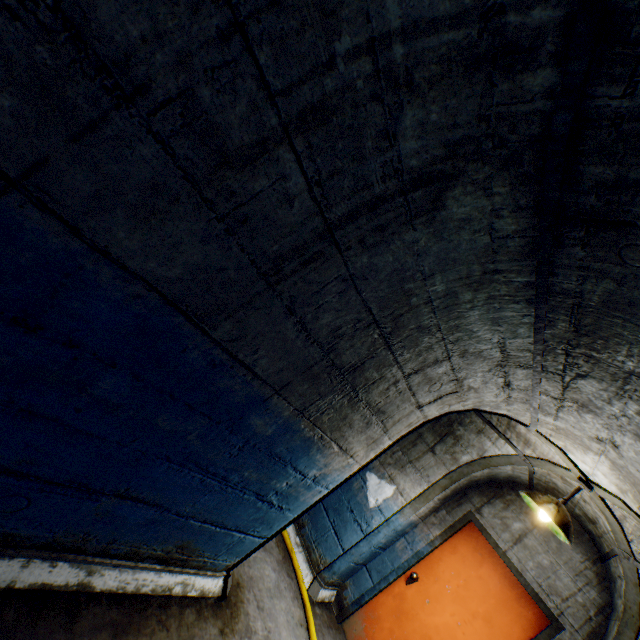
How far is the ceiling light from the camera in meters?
2.5

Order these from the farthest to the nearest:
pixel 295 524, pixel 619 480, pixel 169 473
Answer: pixel 295 524
pixel 619 480
pixel 169 473

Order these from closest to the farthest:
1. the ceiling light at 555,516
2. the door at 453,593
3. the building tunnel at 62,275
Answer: the building tunnel at 62,275
the ceiling light at 555,516
the door at 453,593

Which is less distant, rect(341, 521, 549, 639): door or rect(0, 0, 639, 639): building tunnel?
rect(0, 0, 639, 639): building tunnel

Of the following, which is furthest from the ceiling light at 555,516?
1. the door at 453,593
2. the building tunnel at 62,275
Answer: the door at 453,593

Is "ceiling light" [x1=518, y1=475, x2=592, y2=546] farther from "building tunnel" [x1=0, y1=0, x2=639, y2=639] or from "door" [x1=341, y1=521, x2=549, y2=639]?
"door" [x1=341, y1=521, x2=549, y2=639]

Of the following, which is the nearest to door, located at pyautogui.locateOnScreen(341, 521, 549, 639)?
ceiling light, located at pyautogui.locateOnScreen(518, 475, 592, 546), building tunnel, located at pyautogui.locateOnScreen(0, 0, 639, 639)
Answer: building tunnel, located at pyautogui.locateOnScreen(0, 0, 639, 639)
